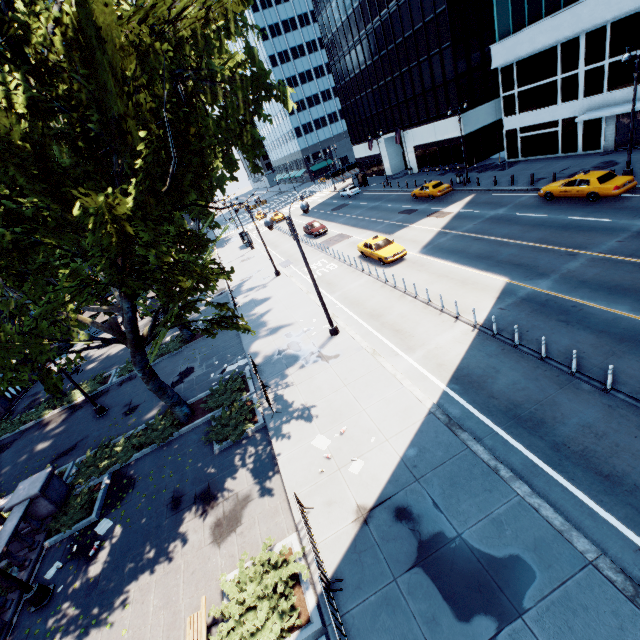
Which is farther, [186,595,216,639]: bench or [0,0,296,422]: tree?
[0,0,296,422]: tree

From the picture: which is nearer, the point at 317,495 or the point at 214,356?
the point at 317,495

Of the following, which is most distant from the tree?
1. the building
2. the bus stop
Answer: the building

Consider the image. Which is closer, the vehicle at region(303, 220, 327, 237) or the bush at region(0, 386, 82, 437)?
the bush at region(0, 386, 82, 437)

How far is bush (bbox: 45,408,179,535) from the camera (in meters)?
13.10

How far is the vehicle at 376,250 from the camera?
23.3 meters

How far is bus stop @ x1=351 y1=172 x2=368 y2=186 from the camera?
53.8m

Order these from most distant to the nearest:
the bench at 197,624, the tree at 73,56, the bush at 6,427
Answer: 1. the bush at 6,427
2. the tree at 73,56
3. the bench at 197,624
